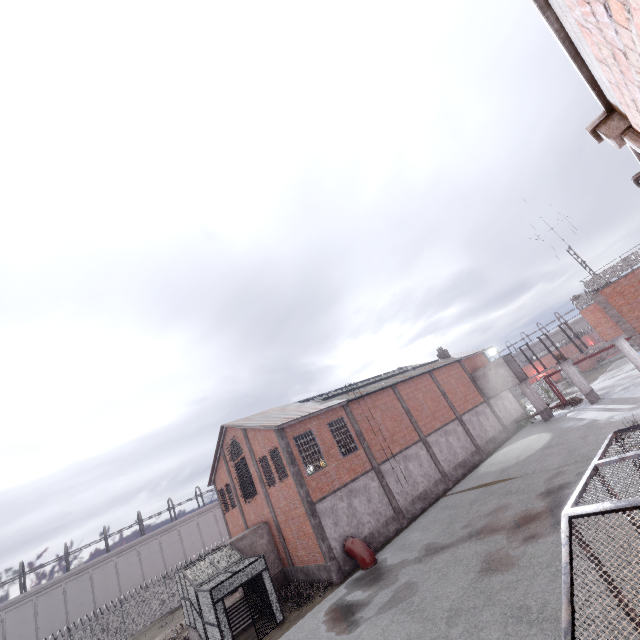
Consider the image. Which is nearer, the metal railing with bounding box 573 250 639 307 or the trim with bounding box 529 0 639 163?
the trim with bounding box 529 0 639 163

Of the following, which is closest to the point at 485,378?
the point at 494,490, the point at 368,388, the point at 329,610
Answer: the point at 368,388

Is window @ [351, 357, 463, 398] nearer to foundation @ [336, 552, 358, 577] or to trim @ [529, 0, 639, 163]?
foundation @ [336, 552, 358, 577]

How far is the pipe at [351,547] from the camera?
17.5 meters

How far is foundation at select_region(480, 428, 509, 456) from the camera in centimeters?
2971cm

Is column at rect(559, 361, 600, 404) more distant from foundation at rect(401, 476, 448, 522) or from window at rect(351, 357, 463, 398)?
foundation at rect(401, 476, 448, 522)

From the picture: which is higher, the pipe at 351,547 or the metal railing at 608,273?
the metal railing at 608,273

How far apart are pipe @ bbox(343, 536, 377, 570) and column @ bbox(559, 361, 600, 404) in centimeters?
2365cm
